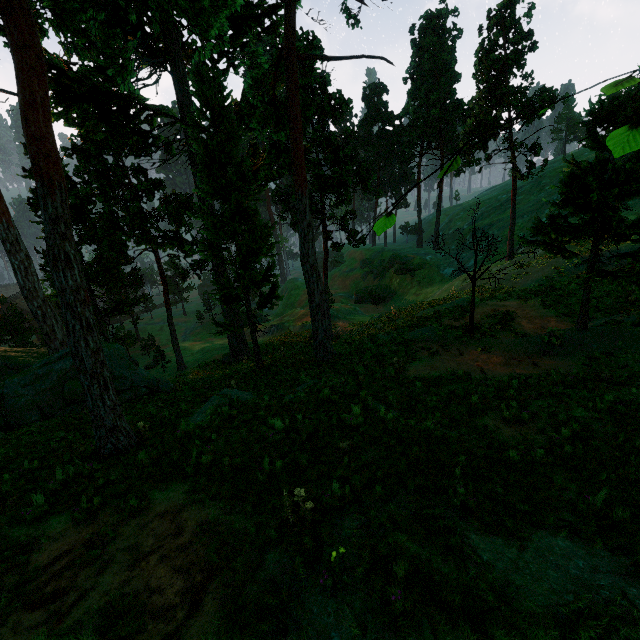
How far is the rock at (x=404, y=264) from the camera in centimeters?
5344cm

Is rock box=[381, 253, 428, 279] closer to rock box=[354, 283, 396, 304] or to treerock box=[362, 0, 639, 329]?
rock box=[354, 283, 396, 304]

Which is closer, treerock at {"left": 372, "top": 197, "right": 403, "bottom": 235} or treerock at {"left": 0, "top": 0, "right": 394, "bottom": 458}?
treerock at {"left": 372, "top": 197, "right": 403, "bottom": 235}

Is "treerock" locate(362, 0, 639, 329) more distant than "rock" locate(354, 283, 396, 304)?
No

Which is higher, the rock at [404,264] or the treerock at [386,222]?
the treerock at [386,222]

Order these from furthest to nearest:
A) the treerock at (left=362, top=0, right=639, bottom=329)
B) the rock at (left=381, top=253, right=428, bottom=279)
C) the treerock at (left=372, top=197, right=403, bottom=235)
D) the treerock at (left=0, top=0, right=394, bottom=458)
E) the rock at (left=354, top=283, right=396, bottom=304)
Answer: the rock at (left=354, top=283, right=396, bottom=304)
the rock at (left=381, top=253, right=428, bottom=279)
the treerock at (left=362, top=0, right=639, bottom=329)
the treerock at (left=0, top=0, right=394, bottom=458)
the treerock at (left=372, top=197, right=403, bottom=235)

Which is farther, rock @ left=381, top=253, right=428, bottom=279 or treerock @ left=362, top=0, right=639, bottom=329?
rock @ left=381, top=253, right=428, bottom=279

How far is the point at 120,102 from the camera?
23.1m
